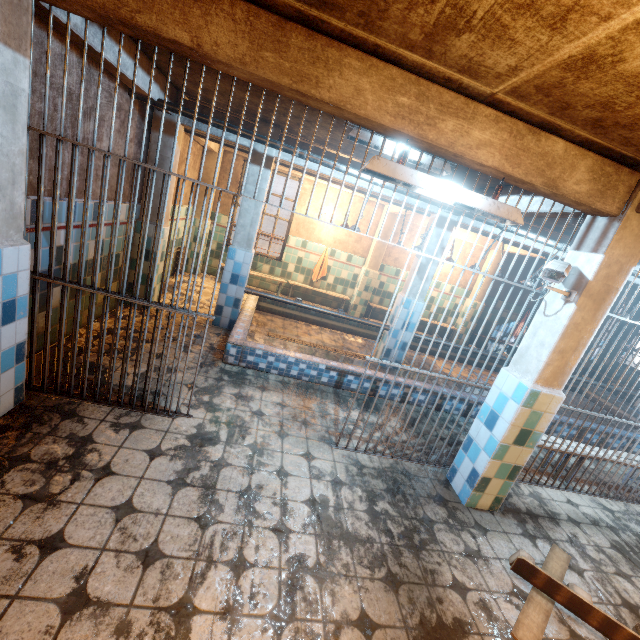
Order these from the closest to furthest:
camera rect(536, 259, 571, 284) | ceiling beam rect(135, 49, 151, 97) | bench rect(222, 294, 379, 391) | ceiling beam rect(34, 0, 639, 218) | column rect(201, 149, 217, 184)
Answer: ceiling beam rect(34, 0, 639, 218) < camera rect(536, 259, 571, 284) < ceiling beam rect(135, 49, 151, 97) < bench rect(222, 294, 379, 391) < column rect(201, 149, 217, 184)

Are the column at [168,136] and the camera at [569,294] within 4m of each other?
no

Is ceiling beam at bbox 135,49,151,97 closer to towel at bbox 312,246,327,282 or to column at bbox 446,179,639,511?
column at bbox 446,179,639,511

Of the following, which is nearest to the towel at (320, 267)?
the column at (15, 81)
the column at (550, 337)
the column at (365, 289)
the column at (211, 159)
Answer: the column at (365, 289)

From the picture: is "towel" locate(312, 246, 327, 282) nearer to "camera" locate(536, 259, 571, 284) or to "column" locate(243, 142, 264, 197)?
"column" locate(243, 142, 264, 197)

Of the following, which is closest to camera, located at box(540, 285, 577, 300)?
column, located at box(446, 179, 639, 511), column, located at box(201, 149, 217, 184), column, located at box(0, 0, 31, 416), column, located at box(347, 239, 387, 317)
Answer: column, located at box(446, 179, 639, 511)

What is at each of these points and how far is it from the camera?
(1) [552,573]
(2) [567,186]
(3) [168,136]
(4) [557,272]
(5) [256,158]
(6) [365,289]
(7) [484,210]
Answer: (1) board, 2.5m
(2) ceiling beam, 2.2m
(3) column, 4.2m
(4) camera, 2.3m
(5) column, 4.4m
(6) column, 8.1m
(7) ceiling light, 2.2m

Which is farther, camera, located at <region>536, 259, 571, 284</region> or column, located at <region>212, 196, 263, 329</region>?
column, located at <region>212, 196, 263, 329</region>
